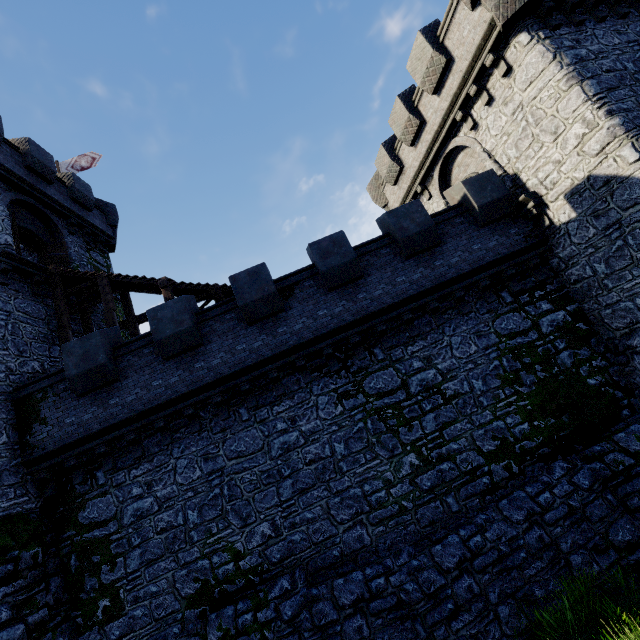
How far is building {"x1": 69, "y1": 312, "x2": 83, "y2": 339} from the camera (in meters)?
14.59

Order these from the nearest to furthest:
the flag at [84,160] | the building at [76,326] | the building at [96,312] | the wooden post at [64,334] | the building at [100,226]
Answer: the building at [100,226]
the wooden post at [64,334]
the building at [76,326]
the building at [96,312]
the flag at [84,160]

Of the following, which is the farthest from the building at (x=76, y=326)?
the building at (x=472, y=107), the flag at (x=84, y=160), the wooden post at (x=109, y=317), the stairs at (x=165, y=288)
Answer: the building at (x=472, y=107)

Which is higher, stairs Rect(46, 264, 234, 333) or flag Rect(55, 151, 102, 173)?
flag Rect(55, 151, 102, 173)

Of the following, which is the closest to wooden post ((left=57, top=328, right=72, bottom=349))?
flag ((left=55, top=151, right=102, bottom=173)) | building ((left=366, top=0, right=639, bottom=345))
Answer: flag ((left=55, top=151, right=102, bottom=173))

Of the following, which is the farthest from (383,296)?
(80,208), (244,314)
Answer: (80,208)

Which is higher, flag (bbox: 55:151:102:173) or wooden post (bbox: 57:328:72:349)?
flag (bbox: 55:151:102:173)

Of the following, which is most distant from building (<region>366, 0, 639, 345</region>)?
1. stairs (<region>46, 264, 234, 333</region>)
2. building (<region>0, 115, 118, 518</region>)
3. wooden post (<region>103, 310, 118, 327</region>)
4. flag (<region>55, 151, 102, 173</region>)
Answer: flag (<region>55, 151, 102, 173</region>)
